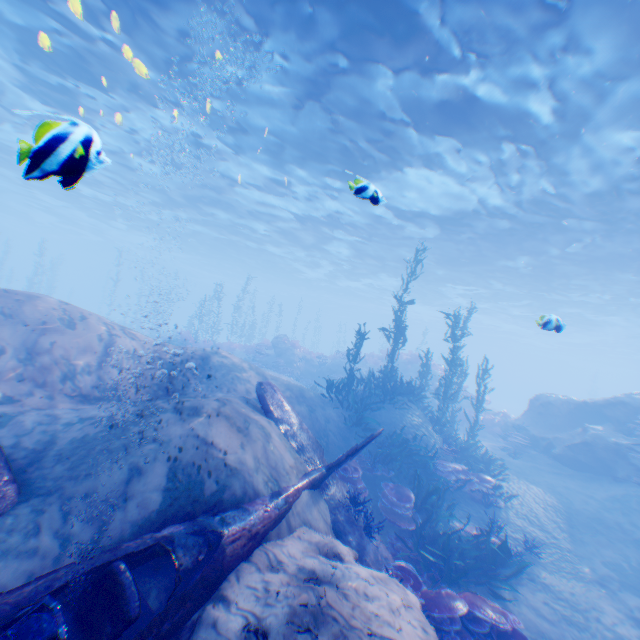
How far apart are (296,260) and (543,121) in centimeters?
3004cm

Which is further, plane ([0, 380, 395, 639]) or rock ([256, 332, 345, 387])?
rock ([256, 332, 345, 387])

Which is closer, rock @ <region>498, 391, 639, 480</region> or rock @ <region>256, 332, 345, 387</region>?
rock @ <region>498, 391, 639, 480</region>

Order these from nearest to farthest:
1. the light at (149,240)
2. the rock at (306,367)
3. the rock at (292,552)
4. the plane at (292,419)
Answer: the plane at (292,419), the rock at (292,552), the light at (149,240), the rock at (306,367)

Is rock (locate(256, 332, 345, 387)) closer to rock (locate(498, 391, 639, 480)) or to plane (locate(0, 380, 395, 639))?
rock (locate(498, 391, 639, 480))

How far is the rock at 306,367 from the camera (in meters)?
22.83

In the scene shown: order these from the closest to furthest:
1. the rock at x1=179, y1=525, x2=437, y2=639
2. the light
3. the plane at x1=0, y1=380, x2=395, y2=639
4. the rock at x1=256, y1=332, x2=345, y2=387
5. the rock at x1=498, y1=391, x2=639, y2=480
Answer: the plane at x1=0, y1=380, x2=395, y2=639, the rock at x1=179, y1=525, x2=437, y2=639, the light, the rock at x1=498, y1=391, x2=639, y2=480, the rock at x1=256, y1=332, x2=345, y2=387

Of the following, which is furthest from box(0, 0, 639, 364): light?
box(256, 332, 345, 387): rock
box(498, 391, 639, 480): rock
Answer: box(256, 332, 345, 387): rock
